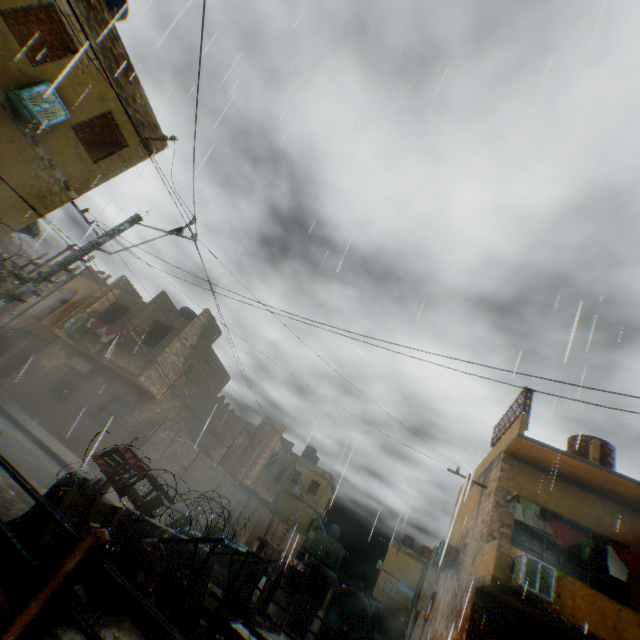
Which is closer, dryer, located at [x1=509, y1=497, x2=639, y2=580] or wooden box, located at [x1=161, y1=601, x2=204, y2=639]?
wooden box, located at [x1=161, y1=601, x2=204, y2=639]

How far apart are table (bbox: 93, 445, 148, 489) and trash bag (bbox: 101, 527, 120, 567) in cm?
68

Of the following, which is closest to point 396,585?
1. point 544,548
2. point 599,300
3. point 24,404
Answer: point 544,548

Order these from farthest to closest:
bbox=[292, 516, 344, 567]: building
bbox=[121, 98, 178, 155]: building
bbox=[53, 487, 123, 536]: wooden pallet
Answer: bbox=[292, 516, 344, 567]: building < bbox=[121, 98, 178, 155]: building < bbox=[53, 487, 123, 536]: wooden pallet

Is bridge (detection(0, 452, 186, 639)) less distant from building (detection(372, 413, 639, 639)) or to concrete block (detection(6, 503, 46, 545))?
concrete block (detection(6, 503, 46, 545))

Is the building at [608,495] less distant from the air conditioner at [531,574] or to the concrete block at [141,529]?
the air conditioner at [531,574]

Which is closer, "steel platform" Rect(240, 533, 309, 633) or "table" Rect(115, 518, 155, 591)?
"table" Rect(115, 518, 155, 591)

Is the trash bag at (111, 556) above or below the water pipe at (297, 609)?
above
